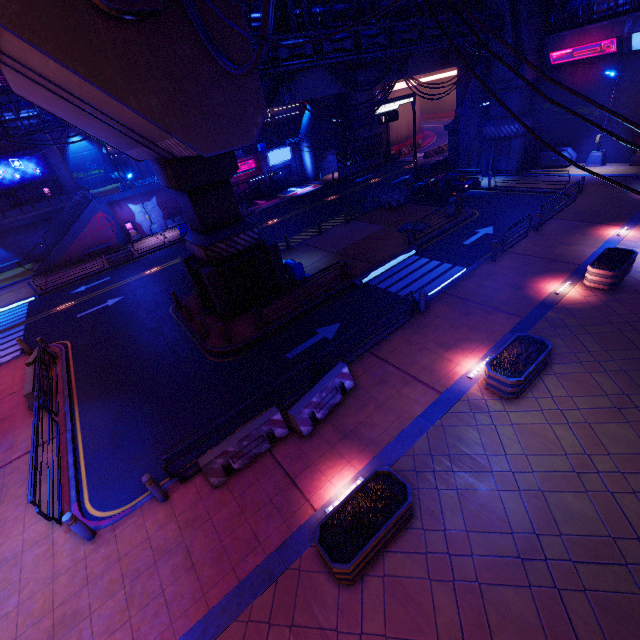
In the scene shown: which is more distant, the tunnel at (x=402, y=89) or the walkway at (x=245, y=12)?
the tunnel at (x=402, y=89)

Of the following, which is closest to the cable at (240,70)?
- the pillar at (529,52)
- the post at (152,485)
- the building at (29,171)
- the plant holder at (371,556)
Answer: the plant holder at (371,556)

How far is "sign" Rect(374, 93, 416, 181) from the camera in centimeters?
2619cm

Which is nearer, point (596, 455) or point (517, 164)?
point (596, 455)

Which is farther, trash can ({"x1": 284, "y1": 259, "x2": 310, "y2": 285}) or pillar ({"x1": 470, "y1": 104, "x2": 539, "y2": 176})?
pillar ({"x1": 470, "y1": 104, "x2": 539, "y2": 176})

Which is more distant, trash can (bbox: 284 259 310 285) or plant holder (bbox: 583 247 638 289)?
trash can (bbox: 284 259 310 285)

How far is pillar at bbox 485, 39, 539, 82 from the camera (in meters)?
23.17

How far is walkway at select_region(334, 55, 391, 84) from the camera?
19.9 meters
